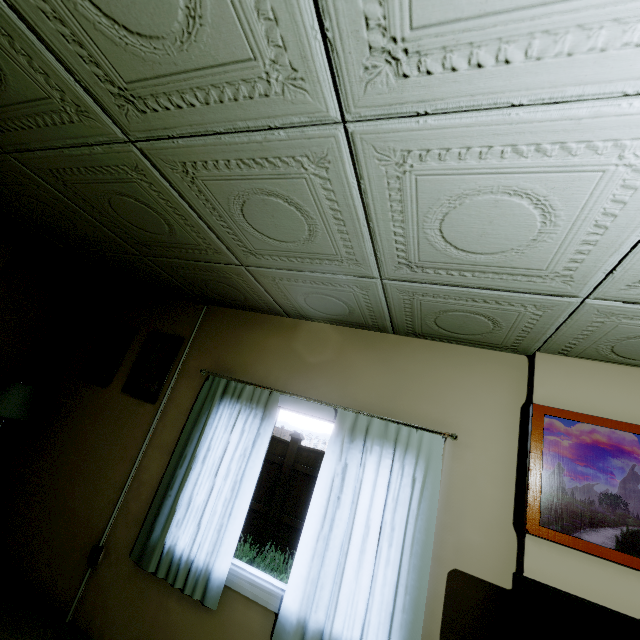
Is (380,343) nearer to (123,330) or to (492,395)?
(492,395)

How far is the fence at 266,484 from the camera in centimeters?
688cm

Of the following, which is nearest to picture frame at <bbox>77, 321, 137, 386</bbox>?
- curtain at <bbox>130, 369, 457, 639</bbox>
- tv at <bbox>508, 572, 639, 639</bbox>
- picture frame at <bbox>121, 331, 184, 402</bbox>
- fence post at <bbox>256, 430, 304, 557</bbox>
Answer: picture frame at <bbox>121, 331, 184, 402</bbox>

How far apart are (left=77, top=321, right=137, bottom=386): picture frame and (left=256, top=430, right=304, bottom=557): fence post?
4.7m

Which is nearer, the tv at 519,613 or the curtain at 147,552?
the tv at 519,613

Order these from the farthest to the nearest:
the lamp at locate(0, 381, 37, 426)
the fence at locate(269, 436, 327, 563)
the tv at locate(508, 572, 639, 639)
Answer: the fence at locate(269, 436, 327, 563) < the lamp at locate(0, 381, 37, 426) < the tv at locate(508, 572, 639, 639)

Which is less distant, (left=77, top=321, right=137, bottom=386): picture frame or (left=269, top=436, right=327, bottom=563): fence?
(left=77, top=321, right=137, bottom=386): picture frame

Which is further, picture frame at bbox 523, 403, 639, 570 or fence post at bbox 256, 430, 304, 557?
fence post at bbox 256, 430, 304, 557
